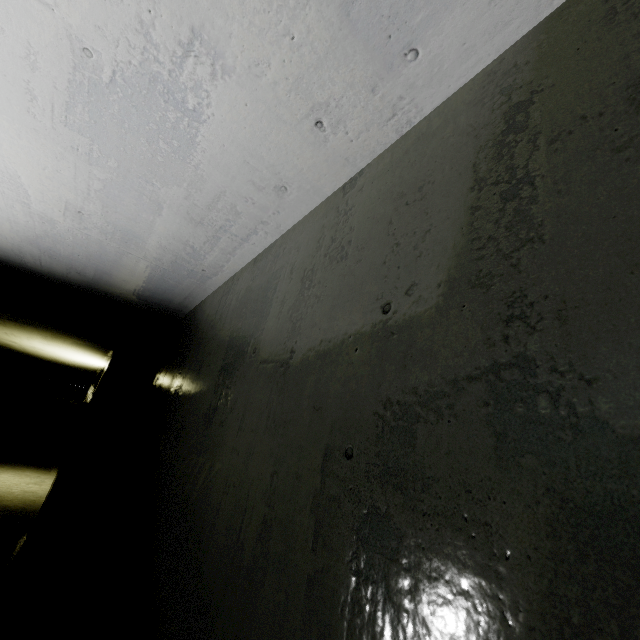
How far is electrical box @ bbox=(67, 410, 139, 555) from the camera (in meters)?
3.62

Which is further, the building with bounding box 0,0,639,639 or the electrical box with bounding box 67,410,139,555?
the electrical box with bounding box 67,410,139,555

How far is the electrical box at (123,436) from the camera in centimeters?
362cm

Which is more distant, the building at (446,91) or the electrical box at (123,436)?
the electrical box at (123,436)

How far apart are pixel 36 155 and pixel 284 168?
1.69m
